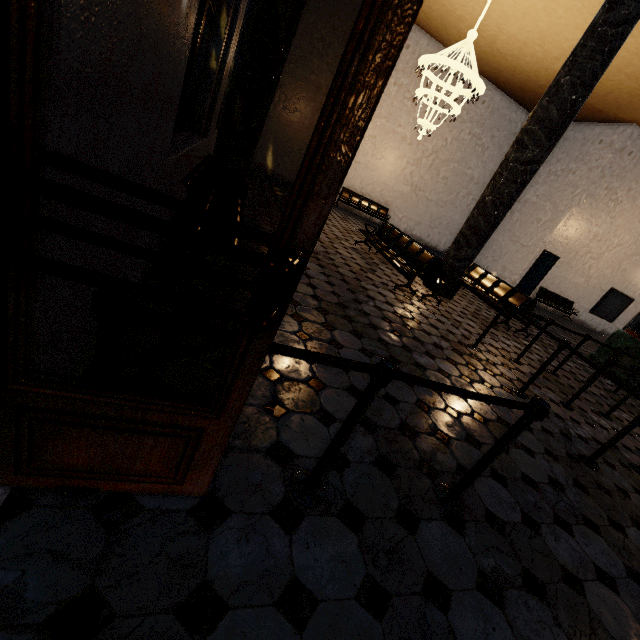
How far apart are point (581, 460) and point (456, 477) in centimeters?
204cm
